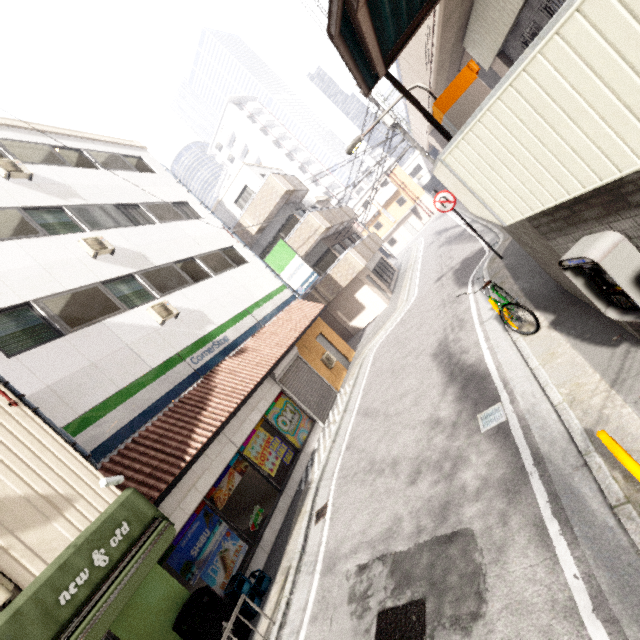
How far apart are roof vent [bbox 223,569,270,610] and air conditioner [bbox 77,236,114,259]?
9.1 meters

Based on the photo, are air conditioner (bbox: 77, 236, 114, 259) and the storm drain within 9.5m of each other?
no

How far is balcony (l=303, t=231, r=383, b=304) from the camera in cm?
1797

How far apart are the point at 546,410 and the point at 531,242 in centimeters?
246cm

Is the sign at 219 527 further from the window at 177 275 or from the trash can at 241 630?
the window at 177 275

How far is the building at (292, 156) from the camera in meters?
54.0 m

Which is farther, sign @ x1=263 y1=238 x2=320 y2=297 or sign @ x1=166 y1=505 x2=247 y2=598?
sign @ x1=263 y1=238 x2=320 y2=297

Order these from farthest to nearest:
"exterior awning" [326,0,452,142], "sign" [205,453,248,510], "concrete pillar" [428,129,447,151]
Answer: "concrete pillar" [428,129,447,151] < "sign" [205,453,248,510] < "exterior awning" [326,0,452,142]
